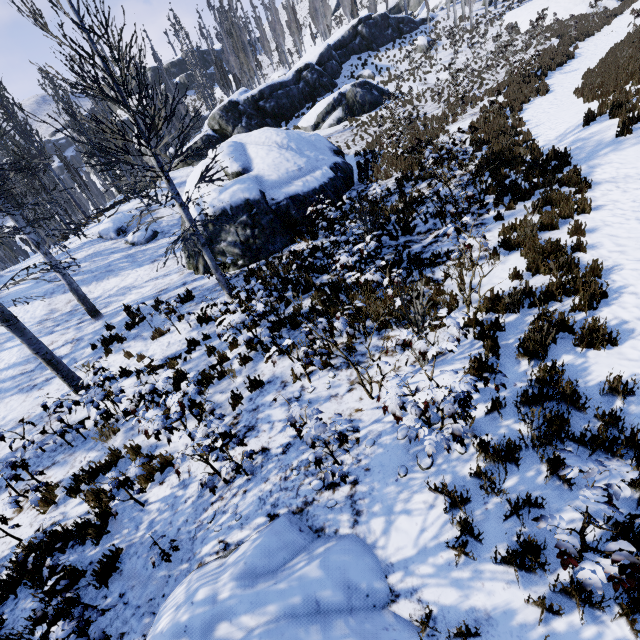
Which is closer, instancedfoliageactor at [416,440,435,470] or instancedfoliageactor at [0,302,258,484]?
instancedfoliageactor at [416,440,435,470]

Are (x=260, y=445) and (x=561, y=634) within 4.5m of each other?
yes

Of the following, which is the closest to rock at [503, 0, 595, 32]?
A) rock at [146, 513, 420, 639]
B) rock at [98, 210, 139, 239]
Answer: rock at [98, 210, 139, 239]

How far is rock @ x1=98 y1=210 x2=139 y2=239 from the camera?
19.42m

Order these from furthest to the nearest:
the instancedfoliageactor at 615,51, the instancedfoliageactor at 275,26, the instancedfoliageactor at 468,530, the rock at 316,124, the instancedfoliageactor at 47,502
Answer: the instancedfoliageactor at 275,26
the rock at 316,124
the instancedfoliageactor at 615,51
the instancedfoliageactor at 47,502
the instancedfoliageactor at 468,530

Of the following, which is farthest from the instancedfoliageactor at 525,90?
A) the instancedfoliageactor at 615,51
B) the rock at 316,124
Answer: the instancedfoliageactor at 615,51

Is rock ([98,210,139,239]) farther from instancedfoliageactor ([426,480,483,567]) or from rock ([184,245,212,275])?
rock ([184,245,212,275])

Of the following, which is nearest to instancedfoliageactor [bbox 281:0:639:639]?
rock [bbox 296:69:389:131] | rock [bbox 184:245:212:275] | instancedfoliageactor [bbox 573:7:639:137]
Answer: rock [bbox 296:69:389:131]
